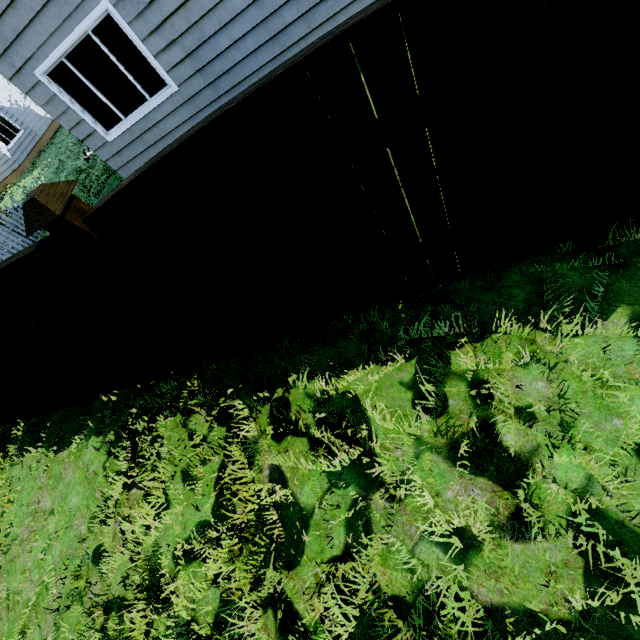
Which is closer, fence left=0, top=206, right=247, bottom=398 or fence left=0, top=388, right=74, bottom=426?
fence left=0, top=206, right=247, bottom=398

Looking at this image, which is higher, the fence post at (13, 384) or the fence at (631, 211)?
the fence post at (13, 384)

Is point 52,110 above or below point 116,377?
above

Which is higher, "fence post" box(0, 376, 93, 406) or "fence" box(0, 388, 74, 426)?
"fence post" box(0, 376, 93, 406)

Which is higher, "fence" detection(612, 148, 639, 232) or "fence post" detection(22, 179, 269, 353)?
"fence post" detection(22, 179, 269, 353)

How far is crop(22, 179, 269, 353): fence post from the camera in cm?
187

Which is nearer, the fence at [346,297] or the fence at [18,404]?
the fence at [346,297]

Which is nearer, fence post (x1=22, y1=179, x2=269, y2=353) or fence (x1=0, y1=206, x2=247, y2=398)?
fence post (x1=22, y1=179, x2=269, y2=353)
